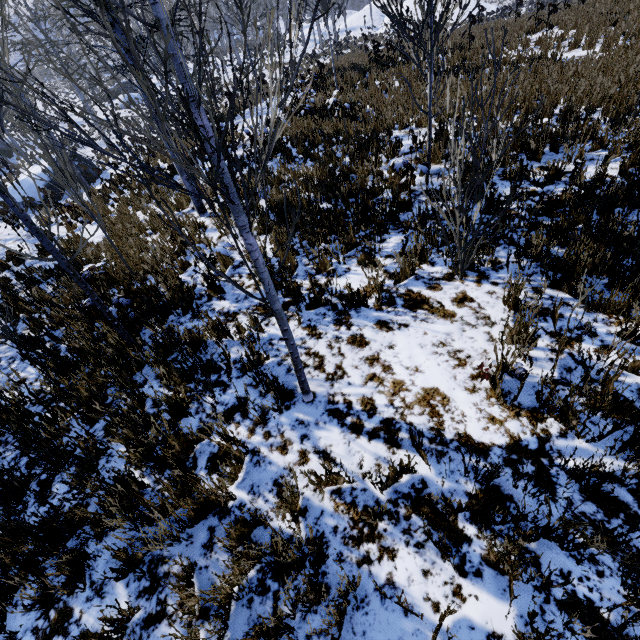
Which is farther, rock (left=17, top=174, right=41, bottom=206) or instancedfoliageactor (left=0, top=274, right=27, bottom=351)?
rock (left=17, top=174, right=41, bottom=206)

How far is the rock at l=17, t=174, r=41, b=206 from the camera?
14.8 meters

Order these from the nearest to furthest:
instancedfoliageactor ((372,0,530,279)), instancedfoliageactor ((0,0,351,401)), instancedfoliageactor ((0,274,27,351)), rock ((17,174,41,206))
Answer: instancedfoliageactor ((0,0,351,401)) → instancedfoliageactor ((372,0,530,279)) → instancedfoliageactor ((0,274,27,351)) → rock ((17,174,41,206))

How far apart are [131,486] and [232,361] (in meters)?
1.49

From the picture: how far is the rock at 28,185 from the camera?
14.84m

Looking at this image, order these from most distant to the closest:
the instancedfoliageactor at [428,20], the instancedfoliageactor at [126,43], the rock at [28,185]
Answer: the rock at [28,185]
the instancedfoliageactor at [428,20]
the instancedfoliageactor at [126,43]

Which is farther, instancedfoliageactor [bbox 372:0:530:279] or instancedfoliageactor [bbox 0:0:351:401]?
instancedfoliageactor [bbox 372:0:530:279]
